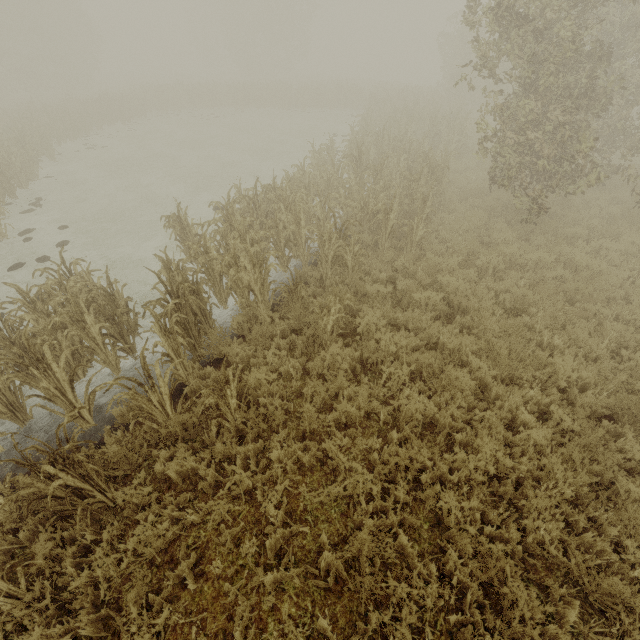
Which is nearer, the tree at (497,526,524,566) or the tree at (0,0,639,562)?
the tree at (497,526,524,566)

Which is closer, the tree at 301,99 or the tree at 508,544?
the tree at 508,544

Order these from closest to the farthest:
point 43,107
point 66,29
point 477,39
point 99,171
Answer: point 477,39
point 99,171
point 43,107
point 66,29

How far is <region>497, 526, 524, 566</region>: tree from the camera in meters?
3.5
